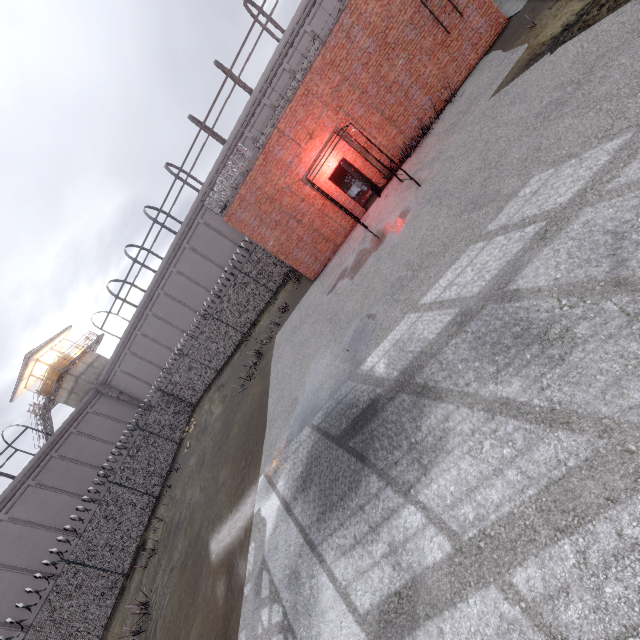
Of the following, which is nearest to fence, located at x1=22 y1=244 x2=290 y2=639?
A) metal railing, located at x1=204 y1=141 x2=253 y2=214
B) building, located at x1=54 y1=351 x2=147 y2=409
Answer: metal railing, located at x1=204 y1=141 x2=253 y2=214

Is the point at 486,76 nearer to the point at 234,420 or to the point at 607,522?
the point at 607,522

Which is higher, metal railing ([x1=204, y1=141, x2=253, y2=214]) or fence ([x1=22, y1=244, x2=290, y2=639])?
metal railing ([x1=204, y1=141, x2=253, y2=214])

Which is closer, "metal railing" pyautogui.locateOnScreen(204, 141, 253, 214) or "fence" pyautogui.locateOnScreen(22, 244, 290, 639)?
"metal railing" pyautogui.locateOnScreen(204, 141, 253, 214)

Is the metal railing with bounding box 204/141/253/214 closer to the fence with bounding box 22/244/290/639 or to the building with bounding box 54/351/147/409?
the fence with bounding box 22/244/290/639

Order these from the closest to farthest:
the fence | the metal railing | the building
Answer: the metal railing → the fence → the building

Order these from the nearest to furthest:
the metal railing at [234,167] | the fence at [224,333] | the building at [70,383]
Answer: the metal railing at [234,167] → the fence at [224,333] → the building at [70,383]

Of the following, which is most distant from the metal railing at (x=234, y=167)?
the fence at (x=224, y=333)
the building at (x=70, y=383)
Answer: the building at (x=70, y=383)
